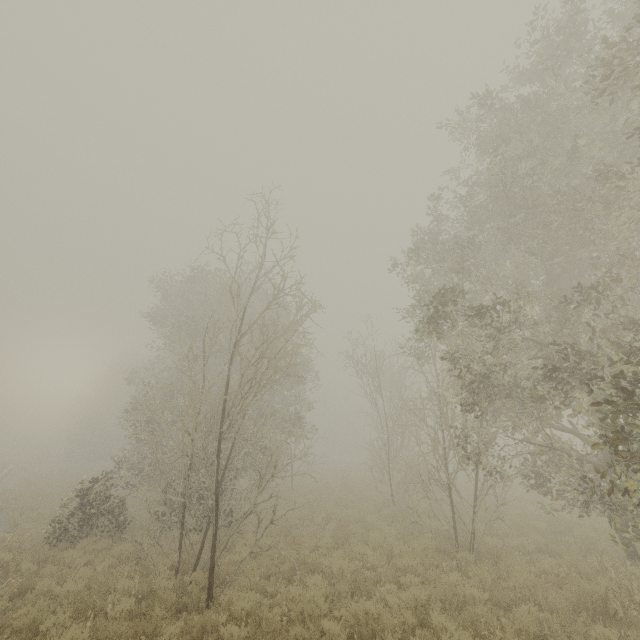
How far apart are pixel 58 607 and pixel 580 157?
16.7m
